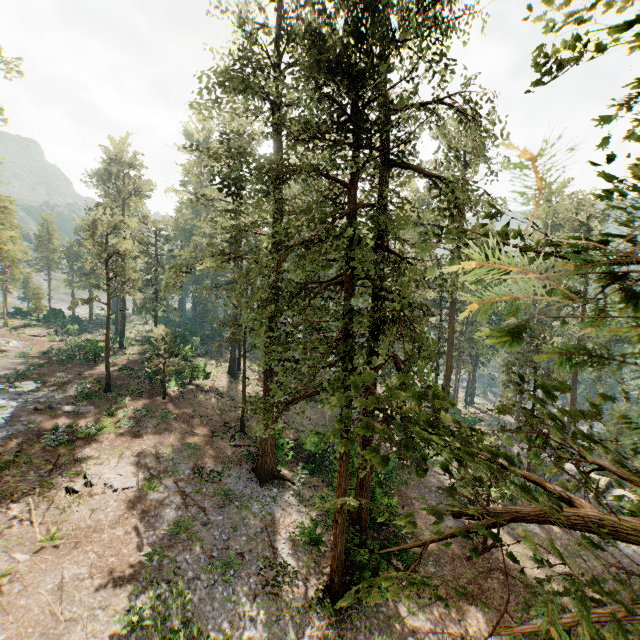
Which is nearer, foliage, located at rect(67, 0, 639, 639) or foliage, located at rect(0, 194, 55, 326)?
foliage, located at rect(67, 0, 639, 639)

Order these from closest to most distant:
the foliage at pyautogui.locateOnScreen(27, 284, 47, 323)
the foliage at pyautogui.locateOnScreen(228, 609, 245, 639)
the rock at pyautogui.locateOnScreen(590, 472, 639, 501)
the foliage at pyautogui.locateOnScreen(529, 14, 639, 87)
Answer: the foliage at pyautogui.locateOnScreen(529, 14, 639, 87), the foliage at pyautogui.locateOnScreen(228, 609, 245, 639), the rock at pyautogui.locateOnScreen(590, 472, 639, 501), the foliage at pyautogui.locateOnScreen(27, 284, 47, 323)

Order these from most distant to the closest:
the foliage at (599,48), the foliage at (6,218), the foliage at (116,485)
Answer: the foliage at (6,218) → the foliage at (116,485) → the foliage at (599,48)

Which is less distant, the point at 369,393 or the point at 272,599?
the point at 369,393

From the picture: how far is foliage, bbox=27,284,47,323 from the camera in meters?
47.4

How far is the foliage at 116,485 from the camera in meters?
17.4
